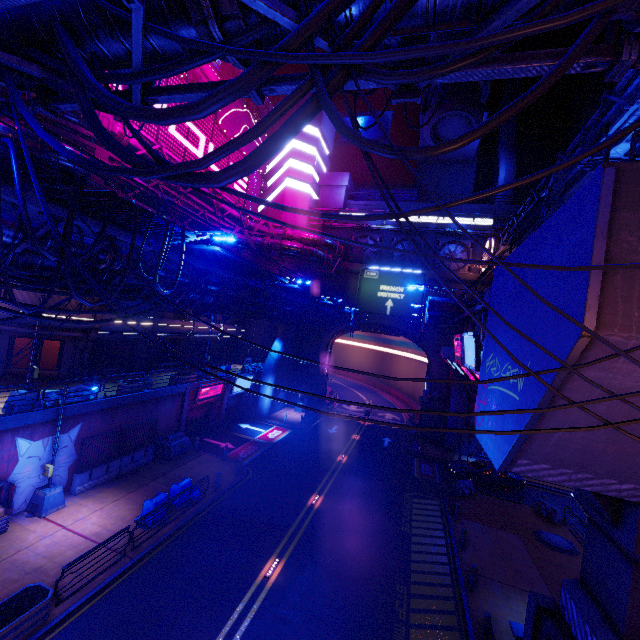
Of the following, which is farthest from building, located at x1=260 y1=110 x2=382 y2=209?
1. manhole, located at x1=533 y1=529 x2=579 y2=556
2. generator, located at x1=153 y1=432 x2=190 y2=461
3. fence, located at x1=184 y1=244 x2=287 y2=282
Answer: manhole, located at x1=533 y1=529 x2=579 y2=556

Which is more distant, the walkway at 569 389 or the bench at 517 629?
the bench at 517 629

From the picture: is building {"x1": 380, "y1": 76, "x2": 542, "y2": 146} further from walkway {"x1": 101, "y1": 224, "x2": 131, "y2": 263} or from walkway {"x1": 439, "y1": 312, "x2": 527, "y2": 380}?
walkway {"x1": 439, "y1": 312, "x2": 527, "y2": 380}

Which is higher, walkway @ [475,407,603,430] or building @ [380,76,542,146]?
building @ [380,76,542,146]

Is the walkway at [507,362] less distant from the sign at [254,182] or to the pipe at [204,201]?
the pipe at [204,201]

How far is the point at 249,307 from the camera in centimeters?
2138cm

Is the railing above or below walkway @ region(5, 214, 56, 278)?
above

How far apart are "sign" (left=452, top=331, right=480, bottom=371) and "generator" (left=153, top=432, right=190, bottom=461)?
18.59m
